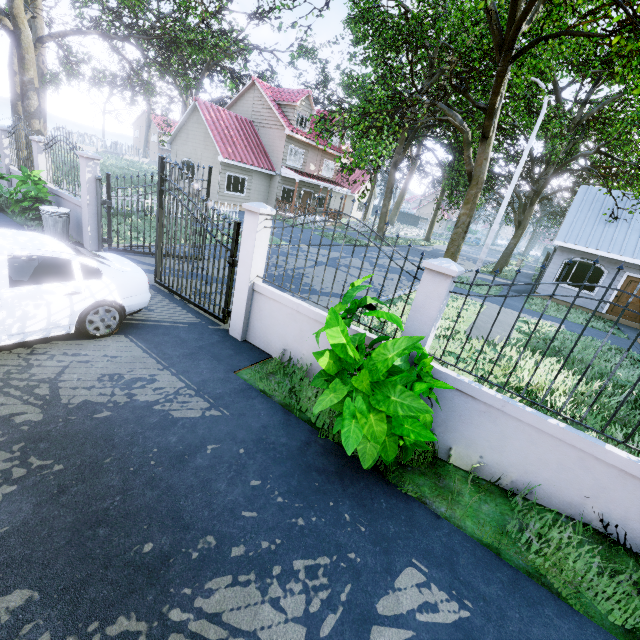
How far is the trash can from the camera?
8.6m

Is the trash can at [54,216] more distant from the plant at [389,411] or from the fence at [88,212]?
the fence at [88,212]

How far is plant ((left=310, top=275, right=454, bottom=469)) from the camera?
2.8m

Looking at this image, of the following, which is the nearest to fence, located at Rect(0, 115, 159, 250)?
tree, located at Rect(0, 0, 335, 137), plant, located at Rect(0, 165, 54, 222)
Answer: tree, located at Rect(0, 0, 335, 137)

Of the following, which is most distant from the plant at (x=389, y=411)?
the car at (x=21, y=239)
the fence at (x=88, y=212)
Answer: the fence at (x=88, y=212)

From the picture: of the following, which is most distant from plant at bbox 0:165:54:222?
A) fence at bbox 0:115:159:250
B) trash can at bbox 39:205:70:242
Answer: fence at bbox 0:115:159:250

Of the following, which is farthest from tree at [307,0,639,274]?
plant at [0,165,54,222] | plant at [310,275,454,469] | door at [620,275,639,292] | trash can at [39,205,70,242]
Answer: trash can at [39,205,70,242]

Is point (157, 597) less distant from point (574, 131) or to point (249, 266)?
point (249, 266)
